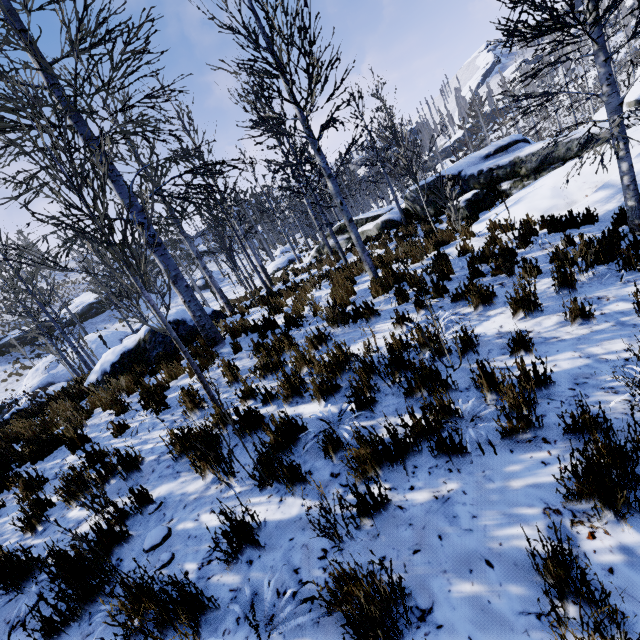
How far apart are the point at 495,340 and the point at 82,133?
7.5m

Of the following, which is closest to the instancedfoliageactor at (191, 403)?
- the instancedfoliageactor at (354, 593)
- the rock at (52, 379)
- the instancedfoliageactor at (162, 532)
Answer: the instancedfoliageactor at (162, 532)

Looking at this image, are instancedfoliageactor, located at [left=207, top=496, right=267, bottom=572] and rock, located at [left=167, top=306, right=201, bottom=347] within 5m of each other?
no

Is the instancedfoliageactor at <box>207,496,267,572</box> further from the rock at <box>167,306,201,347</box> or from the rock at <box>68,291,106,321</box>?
the rock at <box>68,291,106,321</box>

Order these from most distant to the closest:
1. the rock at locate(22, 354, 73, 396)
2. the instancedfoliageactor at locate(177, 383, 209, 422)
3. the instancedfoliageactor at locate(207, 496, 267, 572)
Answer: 1. the rock at locate(22, 354, 73, 396)
2. the instancedfoliageactor at locate(177, 383, 209, 422)
3. the instancedfoliageactor at locate(207, 496, 267, 572)

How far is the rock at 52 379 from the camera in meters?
22.5

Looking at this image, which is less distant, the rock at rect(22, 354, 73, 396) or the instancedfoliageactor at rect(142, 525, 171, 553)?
the instancedfoliageactor at rect(142, 525, 171, 553)

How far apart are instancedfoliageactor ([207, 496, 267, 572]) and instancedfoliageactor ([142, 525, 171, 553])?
0.8m
